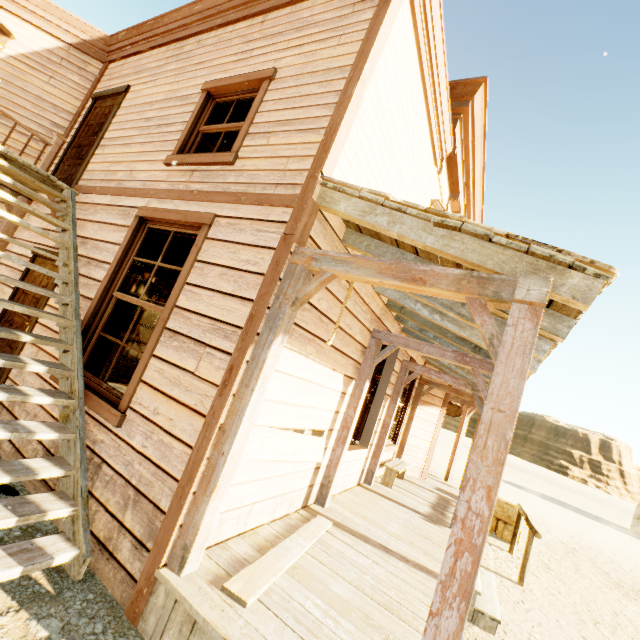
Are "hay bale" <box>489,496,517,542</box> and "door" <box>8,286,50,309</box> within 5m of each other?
no

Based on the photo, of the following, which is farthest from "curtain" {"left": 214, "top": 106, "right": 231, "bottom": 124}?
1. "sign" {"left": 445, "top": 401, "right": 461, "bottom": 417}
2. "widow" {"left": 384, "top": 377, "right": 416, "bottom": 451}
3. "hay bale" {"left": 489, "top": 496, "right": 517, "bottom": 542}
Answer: "sign" {"left": 445, "top": 401, "right": 461, "bottom": 417}

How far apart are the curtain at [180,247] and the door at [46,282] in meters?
1.2

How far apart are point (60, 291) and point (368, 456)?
6.0m

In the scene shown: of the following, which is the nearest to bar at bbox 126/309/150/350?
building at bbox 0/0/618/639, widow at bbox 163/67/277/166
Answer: building at bbox 0/0/618/639

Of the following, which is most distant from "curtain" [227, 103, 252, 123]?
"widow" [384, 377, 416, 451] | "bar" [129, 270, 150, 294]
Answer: "widow" [384, 377, 416, 451]

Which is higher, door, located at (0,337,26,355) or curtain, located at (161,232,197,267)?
curtain, located at (161,232,197,267)

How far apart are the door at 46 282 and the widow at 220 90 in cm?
189
